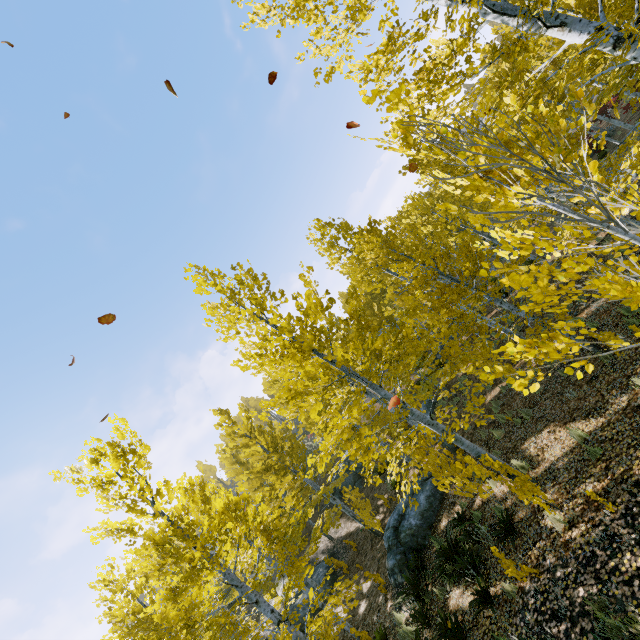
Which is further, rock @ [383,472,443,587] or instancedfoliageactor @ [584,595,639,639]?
rock @ [383,472,443,587]

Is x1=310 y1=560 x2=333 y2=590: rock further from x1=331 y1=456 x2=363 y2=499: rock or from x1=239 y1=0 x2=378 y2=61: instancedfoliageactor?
x1=331 y1=456 x2=363 y2=499: rock

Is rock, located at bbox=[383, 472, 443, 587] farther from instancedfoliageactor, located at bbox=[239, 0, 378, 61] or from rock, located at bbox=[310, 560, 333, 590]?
rock, located at bbox=[310, 560, 333, 590]

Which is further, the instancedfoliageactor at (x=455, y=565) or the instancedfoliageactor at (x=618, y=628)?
the instancedfoliageactor at (x=455, y=565)

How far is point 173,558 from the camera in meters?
6.1 m

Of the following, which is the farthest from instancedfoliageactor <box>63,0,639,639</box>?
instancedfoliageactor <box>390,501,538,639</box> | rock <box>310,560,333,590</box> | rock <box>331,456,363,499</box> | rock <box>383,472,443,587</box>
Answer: rock <box>310,560,333,590</box>

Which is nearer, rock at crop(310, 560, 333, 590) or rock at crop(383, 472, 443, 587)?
rock at crop(383, 472, 443, 587)

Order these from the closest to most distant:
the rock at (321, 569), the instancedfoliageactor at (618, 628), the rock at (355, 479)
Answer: the instancedfoliageactor at (618, 628)
the rock at (321, 569)
the rock at (355, 479)
